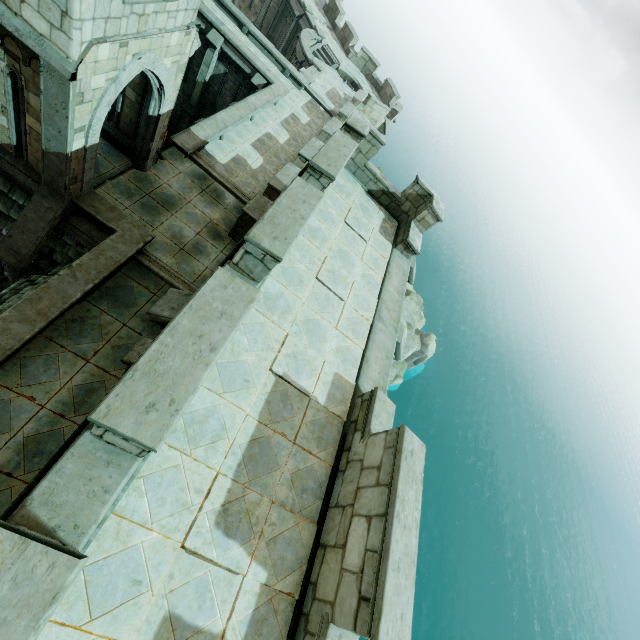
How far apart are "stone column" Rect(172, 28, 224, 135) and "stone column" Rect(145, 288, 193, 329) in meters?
19.6 m

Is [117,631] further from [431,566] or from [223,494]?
[431,566]

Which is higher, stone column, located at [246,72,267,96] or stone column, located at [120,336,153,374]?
stone column, located at [120,336,153,374]

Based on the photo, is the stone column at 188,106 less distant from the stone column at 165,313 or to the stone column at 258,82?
the stone column at 258,82

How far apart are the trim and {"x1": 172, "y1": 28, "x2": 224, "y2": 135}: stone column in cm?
1564

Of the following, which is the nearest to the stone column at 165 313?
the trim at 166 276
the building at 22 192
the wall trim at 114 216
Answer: the wall trim at 114 216

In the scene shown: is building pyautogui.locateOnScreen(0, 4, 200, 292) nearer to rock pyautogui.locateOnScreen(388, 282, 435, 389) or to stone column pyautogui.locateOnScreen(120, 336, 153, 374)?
stone column pyautogui.locateOnScreen(120, 336, 153, 374)
